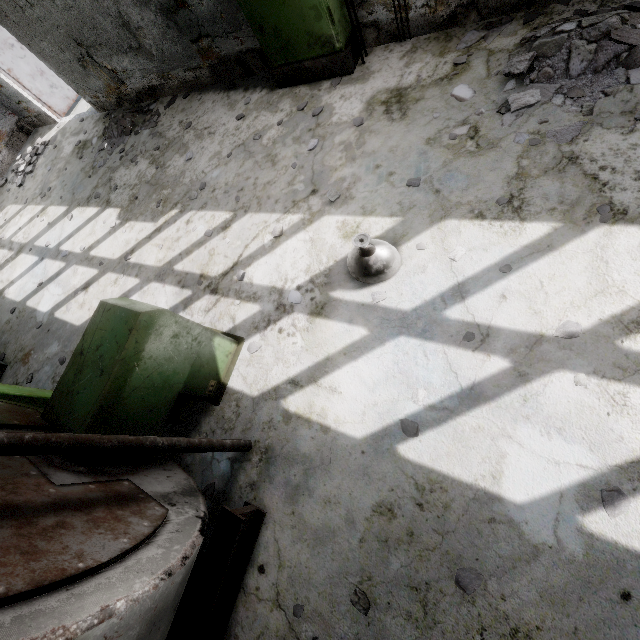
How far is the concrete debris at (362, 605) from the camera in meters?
2.5 m

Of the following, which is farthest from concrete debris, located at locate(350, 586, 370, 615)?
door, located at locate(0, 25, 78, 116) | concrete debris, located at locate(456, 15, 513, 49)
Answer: door, located at locate(0, 25, 78, 116)

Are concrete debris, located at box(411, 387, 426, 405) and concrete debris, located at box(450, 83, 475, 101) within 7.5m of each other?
yes

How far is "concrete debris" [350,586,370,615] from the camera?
2.5 meters

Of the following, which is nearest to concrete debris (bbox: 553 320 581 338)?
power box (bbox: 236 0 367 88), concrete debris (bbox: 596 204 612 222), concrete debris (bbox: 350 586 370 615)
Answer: concrete debris (bbox: 596 204 612 222)

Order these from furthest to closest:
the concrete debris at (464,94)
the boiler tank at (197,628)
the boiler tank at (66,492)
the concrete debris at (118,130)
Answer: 1. the concrete debris at (118,130)
2. the concrete debris at (464,94)
3. the boiler tank at (197,628)
4. the boiler tank at (66,492)

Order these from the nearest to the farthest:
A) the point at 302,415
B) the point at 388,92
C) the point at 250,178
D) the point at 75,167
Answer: the point at 302,415 < the point at 388,92 < the point at 250,178 < the point at 75,167

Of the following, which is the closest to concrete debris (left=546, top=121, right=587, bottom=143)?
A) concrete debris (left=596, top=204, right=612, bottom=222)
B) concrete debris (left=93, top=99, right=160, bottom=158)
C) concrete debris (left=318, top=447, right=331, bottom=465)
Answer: concrete debris (left=596, top=204, right=612, bottom=222)
